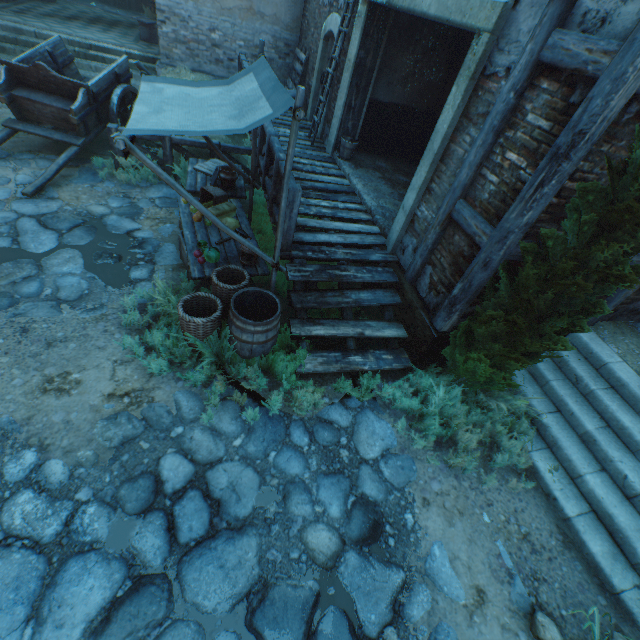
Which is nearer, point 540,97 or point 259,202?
point 540,97

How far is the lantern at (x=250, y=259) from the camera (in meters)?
4.67

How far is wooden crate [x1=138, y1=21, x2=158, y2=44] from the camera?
11.87m

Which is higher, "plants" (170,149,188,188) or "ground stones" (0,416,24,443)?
"plants" (170,149,188,188)

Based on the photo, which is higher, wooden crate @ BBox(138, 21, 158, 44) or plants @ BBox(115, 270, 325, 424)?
wooden crate @ BBox(138, 21, 158, 44)

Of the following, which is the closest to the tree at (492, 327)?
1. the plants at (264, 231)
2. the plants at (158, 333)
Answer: the plants at (158, 333)

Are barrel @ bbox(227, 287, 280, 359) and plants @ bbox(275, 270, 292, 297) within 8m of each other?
yes

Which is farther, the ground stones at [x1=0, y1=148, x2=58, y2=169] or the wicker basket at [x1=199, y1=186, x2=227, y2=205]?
the ground stones at [x1=0, y1=148, x2=58, y2=169]
